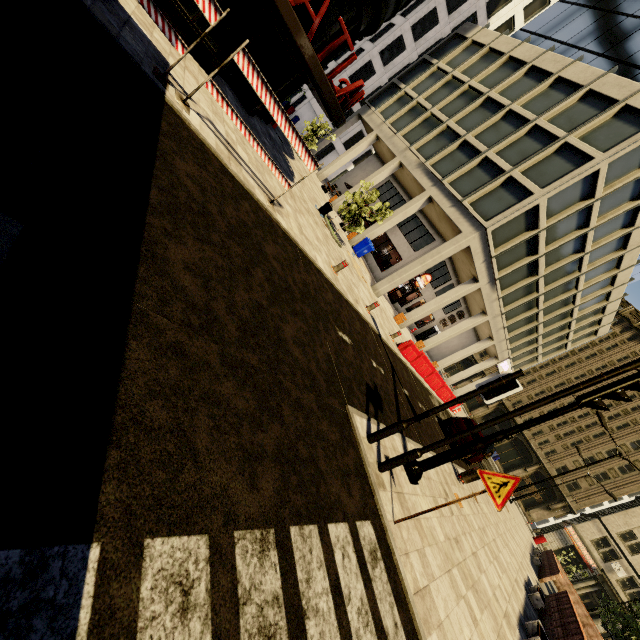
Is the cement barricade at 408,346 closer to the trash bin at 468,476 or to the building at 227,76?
the trash bin at 468,476

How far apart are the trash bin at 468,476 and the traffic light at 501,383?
7.7m

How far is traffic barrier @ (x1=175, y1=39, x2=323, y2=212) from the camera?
5.94m

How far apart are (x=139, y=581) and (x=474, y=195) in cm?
2158

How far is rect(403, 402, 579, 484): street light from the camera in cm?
588

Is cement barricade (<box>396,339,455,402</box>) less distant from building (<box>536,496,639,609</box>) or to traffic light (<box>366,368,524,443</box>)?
building (<box>536,496,639,609</box>)

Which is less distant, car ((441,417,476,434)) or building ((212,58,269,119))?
building ((212,58,269,119))

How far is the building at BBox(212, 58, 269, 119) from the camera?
11.21m
